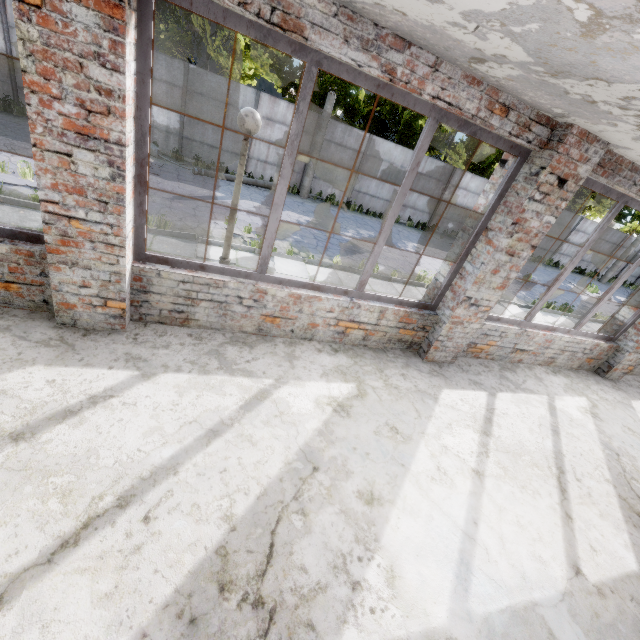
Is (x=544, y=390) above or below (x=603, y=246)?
below
